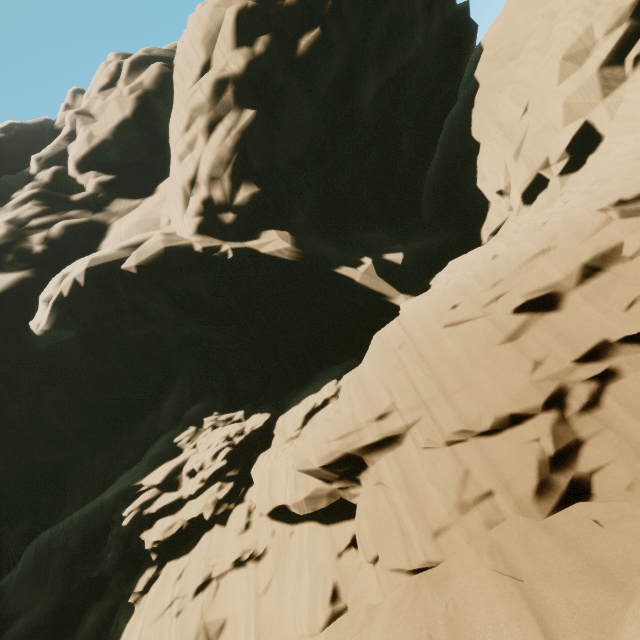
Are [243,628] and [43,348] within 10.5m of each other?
no
